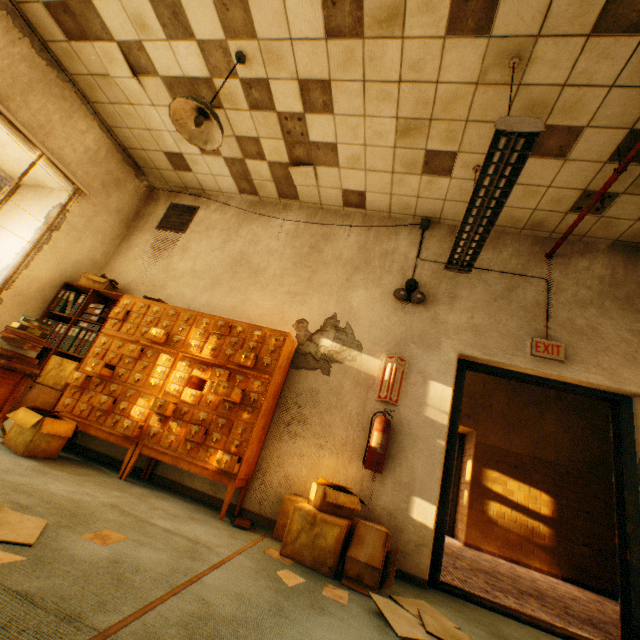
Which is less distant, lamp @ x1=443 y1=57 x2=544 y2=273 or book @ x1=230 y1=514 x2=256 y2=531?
lamp @ x1=443 y1=57 x2=544 y2=273

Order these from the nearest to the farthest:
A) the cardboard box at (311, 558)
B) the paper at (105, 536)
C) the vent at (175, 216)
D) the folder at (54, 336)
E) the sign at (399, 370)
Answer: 1. the paper at (105, 536)
2. the cardboard box at (311, 558)
3. the sign at (399, 370)
4. the folder at (54, 336)
5. the vent at (175, 216)

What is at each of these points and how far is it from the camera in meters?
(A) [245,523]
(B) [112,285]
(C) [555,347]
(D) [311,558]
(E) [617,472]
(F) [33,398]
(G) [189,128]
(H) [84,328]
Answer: (A) book, 2.8 m
(B) cardboard box, 4.4 m
(C) sign, 3.4 m
(D) cardboard box, 2.4 m
(E) door, 3.1 m
(F) bookcase, 3.6 m
(G) lamp, 2.9 m
(H) folder, 4.0 m

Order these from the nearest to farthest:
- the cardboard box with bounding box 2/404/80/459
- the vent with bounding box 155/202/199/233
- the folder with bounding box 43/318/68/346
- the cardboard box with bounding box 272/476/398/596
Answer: the cardboard box with bounding box 272/476/398/596, the cardboard box with bounding box 2/404/80/459, the folder with bounding box 43/318/68/346, the vent with bounding box 155/202/199/233

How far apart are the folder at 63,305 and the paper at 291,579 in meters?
3.9 m

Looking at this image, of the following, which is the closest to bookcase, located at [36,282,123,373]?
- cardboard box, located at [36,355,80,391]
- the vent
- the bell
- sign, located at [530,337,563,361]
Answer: cardboard box, located at [36,355,80,391]

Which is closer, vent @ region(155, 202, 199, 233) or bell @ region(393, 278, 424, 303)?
bell @ region(393, 278, 424, 303)

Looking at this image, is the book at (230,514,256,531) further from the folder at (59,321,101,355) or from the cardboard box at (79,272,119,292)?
the cardboard box at (79,272,119,292)
